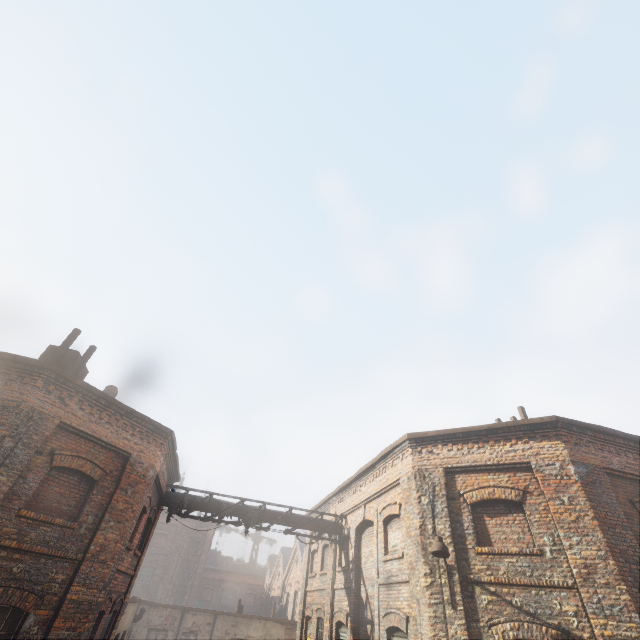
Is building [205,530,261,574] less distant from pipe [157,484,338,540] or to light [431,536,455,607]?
pipe [157,484,338,540]

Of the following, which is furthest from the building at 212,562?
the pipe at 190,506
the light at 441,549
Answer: the light at 441,549

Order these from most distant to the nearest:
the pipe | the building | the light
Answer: the building, the pipe, the light

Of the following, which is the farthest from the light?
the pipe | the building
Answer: the building

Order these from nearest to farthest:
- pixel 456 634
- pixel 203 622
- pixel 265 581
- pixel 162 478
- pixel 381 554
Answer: pixel 456 634
pixel 381 554
pixel 162 478
pixel 203 622
pixel 265 581

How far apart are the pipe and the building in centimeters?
4324cm

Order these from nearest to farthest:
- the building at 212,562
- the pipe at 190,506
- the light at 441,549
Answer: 1. the light at 441,549
2. the pipe at 190,506
3. the building at 212,562
